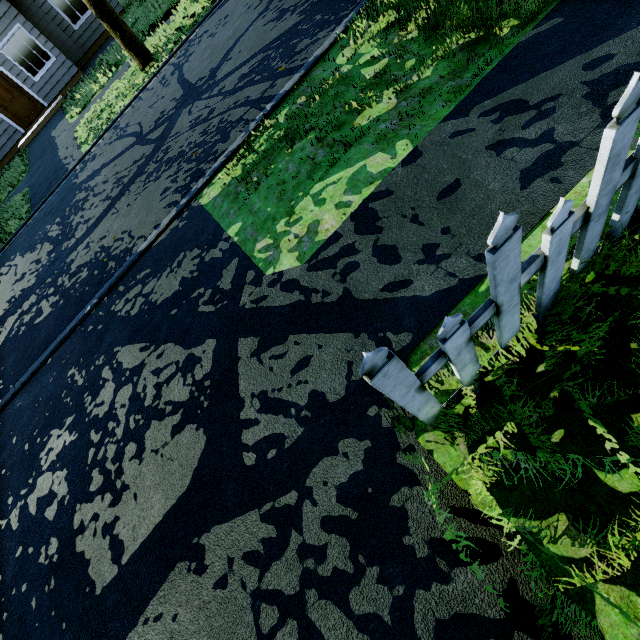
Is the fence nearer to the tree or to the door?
the tree

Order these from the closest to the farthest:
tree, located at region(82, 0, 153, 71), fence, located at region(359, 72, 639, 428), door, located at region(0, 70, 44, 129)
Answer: fence, located at region(359, 72, 639, 428) < tree, located at region(82, 0, 153, 71) < door, located at region(0, 70, 44, 129)

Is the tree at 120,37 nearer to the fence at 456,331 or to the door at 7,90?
the fence at 456,331

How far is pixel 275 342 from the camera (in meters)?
2.54

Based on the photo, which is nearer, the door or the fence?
the fence

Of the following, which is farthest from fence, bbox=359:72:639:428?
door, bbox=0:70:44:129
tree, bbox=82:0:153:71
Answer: door, bbox=0:70:44:129

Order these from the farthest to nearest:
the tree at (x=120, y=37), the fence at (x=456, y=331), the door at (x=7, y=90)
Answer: the door at (x=7, y=90) < the tree at (x=120, y=37) < the fence at (x=456, y=331)
